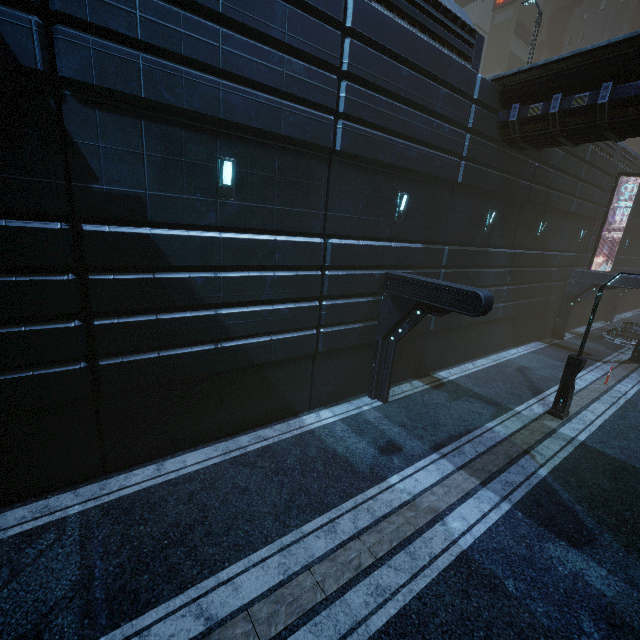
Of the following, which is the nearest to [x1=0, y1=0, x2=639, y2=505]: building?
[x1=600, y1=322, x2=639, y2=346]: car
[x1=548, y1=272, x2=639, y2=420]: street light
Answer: [x1=600, y1=322, x2=639, y2=346]: car

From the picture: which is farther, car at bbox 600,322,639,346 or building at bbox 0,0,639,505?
car at bbox 600,322,639,346

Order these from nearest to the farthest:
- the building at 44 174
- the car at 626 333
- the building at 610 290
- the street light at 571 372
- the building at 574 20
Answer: the building at 44 174, the street light at 571 372, the building at 610 290, the car at 626 333, the building at 574 20

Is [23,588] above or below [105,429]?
below

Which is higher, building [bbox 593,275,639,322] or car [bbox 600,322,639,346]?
building [bbox 593,275,639,322]

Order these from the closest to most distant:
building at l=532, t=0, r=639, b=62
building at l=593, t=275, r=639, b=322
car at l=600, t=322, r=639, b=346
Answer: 1. building at l=593, t=275, r=639, b=322
2. car at l=600, t=322, r=639, b=346
3. building at l=532, t=0, r=639, b=62

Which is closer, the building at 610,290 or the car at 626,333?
the building at 610,290
